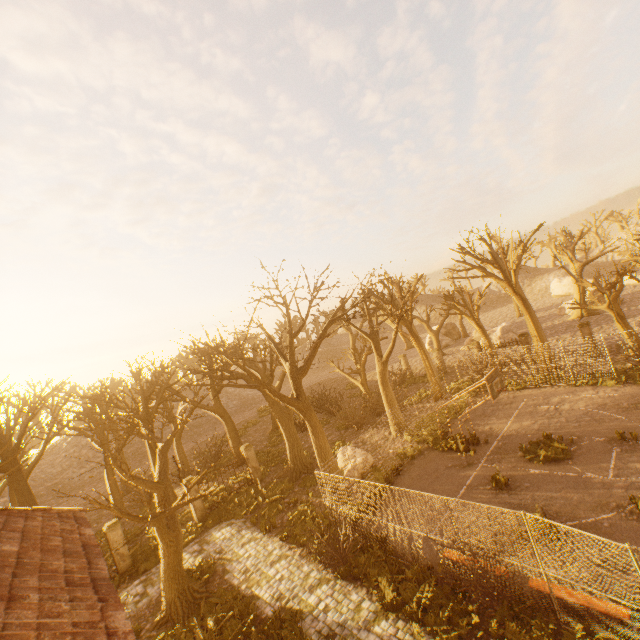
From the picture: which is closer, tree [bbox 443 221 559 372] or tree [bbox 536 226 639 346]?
tree [bbox 536 226 639 346]

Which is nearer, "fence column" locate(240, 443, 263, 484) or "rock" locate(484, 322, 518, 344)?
"fence column" locate(240, 443, 263, 484)

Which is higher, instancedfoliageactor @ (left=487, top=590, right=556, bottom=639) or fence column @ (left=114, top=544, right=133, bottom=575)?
fence column @ (left=114, top=544, right=133, bottom=575)

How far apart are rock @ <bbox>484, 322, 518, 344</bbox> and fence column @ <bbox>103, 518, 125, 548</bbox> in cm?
3480

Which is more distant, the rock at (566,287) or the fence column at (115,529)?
the rock at (566,287)

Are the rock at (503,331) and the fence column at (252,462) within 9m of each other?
no

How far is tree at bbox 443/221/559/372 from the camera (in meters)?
23.27

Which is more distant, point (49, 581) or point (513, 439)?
point (513, 439)
